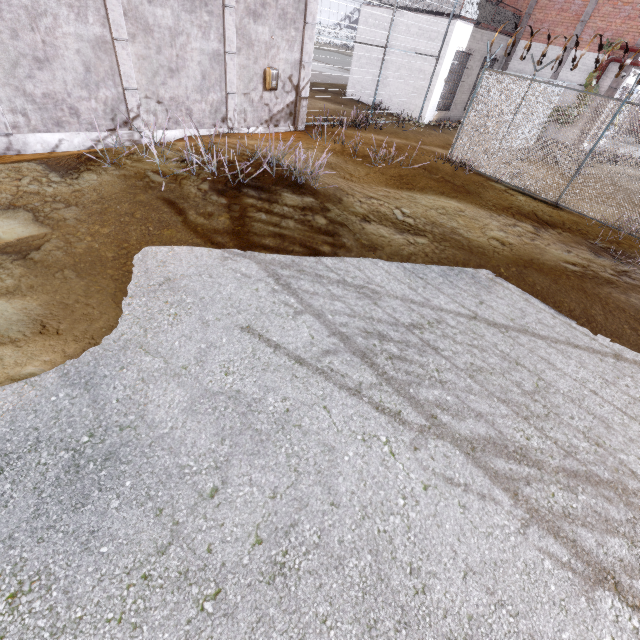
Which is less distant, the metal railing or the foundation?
the foundation

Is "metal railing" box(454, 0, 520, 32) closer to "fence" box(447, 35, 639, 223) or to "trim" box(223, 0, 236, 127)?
"fence" box(447, 35, 639, 223)

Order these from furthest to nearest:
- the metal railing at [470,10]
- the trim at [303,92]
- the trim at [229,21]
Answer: the metal railing at [470,10] < the trim at [303,92] < the trim at [229,21]

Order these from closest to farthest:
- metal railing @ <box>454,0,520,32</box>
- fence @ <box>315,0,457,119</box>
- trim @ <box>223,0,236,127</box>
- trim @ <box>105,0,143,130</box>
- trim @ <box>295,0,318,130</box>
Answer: trim @ <box>105,0,143,130</box>
trim @ <box>223,0,236,127</box>
trim @ <box>295,0,318,130</box>
fence @ <box>315,0,457,119</box>
metal railing @ <box>454,0,520,32</box>

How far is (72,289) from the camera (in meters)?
4.11

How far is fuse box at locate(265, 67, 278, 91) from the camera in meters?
10.5 m

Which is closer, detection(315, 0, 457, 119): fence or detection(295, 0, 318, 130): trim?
detection(295, 0, 318, 130): trim

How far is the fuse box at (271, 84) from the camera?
10.5m
